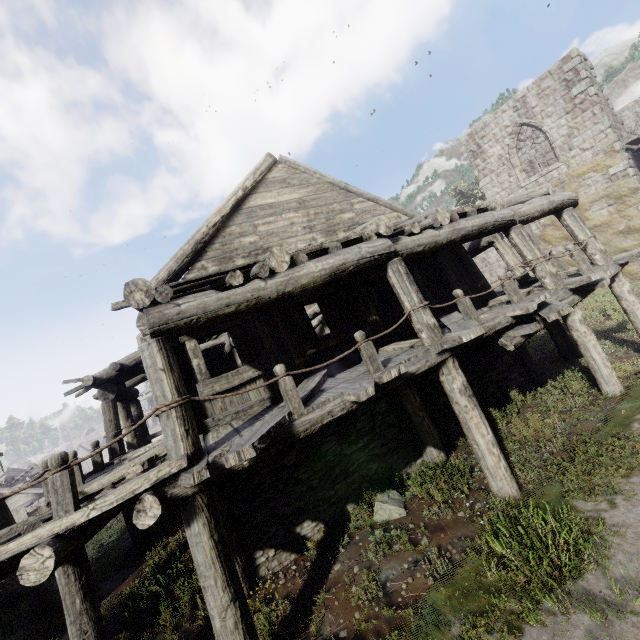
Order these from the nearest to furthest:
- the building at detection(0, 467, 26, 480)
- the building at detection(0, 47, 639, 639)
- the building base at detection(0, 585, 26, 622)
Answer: the building at detection(0, 47, 639, 639), the building base at detection(0, 585, 26, 622), the building at detection(0, 467, 26, 480)

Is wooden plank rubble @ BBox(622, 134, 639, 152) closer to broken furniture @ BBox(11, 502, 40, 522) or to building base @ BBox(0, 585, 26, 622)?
building base @ BBox(0, 585, 26, 622)

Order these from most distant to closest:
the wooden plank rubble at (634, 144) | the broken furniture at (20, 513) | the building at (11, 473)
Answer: the building at (11, 473)
the broken furniture at (20, 513)
the wooden plank rubble at (634, 144)

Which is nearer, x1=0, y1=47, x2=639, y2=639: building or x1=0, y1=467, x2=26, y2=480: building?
x1=0, y1=47, x2=639, y2=639: building

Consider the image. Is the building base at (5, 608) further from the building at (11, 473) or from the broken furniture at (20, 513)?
the broken furniture at (20, 513)

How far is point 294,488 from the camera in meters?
6.5 m

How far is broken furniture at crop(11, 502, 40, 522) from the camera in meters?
21.4

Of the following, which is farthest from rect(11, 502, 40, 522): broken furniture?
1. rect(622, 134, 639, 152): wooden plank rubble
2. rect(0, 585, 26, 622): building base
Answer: rect(622, 134, 639, 152): wooden plank rubble
